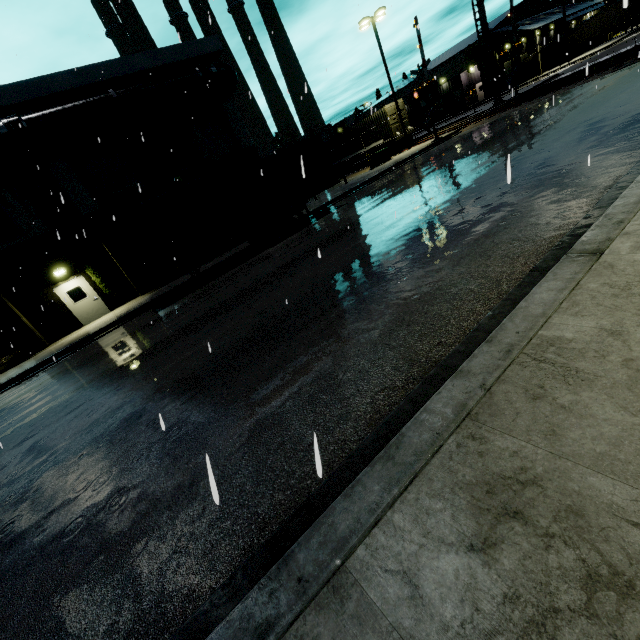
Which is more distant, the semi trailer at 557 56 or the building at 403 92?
the building at 403 92

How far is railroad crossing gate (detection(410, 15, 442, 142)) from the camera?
21.6m

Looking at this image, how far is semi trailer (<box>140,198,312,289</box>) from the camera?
13.6m

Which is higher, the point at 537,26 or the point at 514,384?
the point at 537,26

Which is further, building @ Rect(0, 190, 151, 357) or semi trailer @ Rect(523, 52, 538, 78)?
semi trailer @ Rect(523, 52, 538, 78)

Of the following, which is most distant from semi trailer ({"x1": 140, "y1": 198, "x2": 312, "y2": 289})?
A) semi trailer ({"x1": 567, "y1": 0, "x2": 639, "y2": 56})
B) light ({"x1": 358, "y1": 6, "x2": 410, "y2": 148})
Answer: semi trailer ({"x1": 567, "y1": 0, "x2": 639, "y2": 56})

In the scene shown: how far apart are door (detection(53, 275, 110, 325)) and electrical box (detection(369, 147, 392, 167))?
22.7m

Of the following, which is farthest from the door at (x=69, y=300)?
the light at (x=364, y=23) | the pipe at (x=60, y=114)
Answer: the light at (x=364, y=23)
